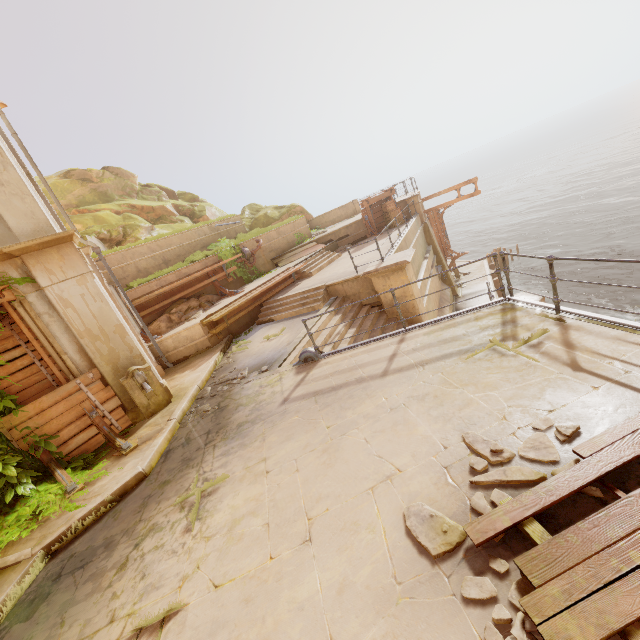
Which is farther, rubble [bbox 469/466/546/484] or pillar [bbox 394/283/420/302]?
pillar [bbox 394/283/420/302]

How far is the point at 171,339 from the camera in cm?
1116

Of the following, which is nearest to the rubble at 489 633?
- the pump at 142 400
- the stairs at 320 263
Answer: the pump at 142 400

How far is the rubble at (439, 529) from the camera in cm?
275

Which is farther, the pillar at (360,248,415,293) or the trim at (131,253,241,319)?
the trim at (131,253,241,319)

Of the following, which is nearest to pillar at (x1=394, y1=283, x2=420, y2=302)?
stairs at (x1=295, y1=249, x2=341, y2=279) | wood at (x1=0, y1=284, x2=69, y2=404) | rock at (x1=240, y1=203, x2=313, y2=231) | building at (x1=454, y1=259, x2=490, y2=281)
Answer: stairs at (x1=295, y1=249, x2=341, y2=279)

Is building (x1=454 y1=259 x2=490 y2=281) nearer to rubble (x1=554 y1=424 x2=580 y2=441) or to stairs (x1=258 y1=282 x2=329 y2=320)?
stairs (x1=258 y1=282 x2=329 y2=320)
